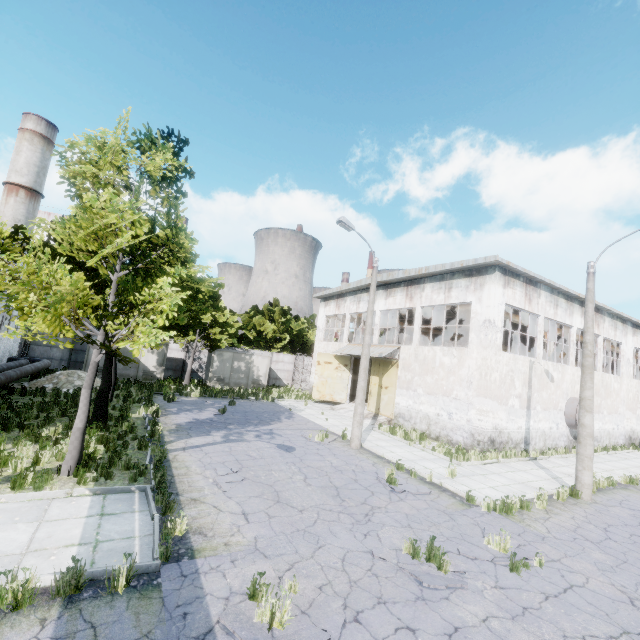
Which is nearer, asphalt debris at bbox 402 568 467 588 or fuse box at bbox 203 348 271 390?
asphalt debris at bbox 402 568 467 588

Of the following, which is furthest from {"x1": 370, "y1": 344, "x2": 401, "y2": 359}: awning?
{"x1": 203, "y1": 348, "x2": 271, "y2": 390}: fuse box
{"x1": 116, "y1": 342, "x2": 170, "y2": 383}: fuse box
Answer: Answer: {"x1": 116, "y1": 342, "x2": 170, "y2": 383}: fuse box

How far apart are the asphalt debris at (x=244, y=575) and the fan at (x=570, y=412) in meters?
20.6 m

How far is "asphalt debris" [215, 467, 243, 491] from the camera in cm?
878

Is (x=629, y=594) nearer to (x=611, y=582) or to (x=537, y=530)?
(x=611, y=582)

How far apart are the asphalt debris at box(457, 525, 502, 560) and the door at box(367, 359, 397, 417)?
13.1 meters

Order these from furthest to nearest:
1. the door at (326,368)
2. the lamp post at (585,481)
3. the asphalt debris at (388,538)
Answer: the door at (326,368) → the lamp post at (585,481) → the asphalt debris at (388,538)

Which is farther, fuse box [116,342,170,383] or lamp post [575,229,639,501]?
fuse box [116,342,170,383]
